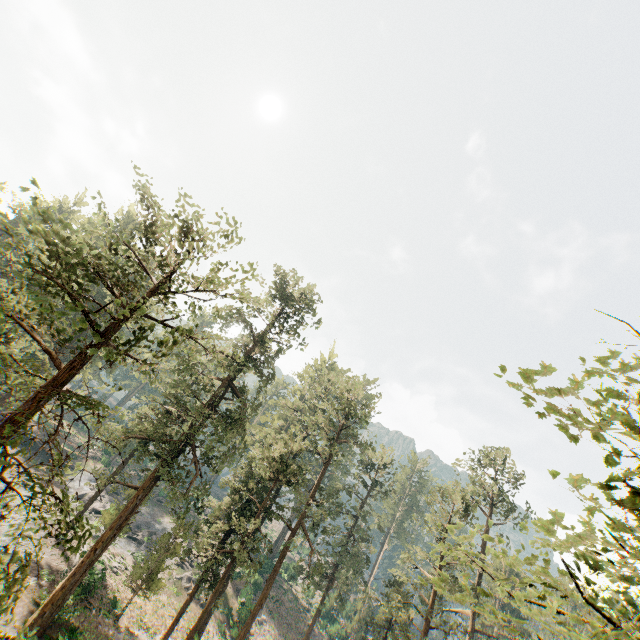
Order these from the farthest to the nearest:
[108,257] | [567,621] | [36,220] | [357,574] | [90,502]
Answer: [567,621] → [36,220] → [357,574] → [90,502] → [108,257]

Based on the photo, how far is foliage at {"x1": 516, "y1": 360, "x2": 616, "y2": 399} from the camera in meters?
3.7

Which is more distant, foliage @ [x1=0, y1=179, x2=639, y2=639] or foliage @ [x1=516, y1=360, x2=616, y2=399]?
foliage @ [x1=0, y1=179, x2=639, y2=639]

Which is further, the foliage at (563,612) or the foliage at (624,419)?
the foliage at (563,612)
